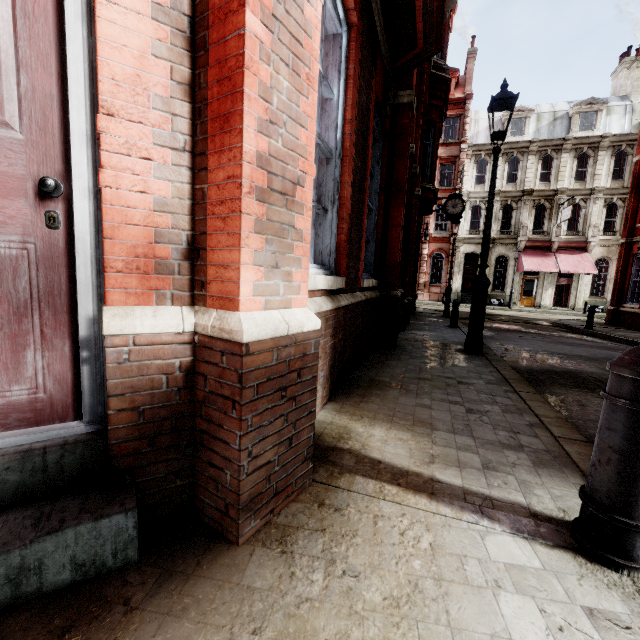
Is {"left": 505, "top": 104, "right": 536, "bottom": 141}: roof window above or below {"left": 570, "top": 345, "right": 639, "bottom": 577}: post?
above

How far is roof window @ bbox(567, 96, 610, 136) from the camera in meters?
26.0 m

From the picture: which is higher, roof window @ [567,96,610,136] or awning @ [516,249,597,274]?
roof window @ [567,96,610,136]

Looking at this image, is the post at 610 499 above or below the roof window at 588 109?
below

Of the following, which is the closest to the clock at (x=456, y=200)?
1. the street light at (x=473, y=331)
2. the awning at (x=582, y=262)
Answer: the awning at (x=582, y=262)

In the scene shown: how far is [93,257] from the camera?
1.4m

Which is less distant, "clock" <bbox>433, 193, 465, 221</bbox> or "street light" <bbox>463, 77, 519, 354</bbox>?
"street light" <bbox>463, 77, 519, 354</bbox>

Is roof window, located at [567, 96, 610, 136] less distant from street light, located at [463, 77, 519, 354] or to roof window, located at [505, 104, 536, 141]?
roof window, located at [505, 104, 536, 141]
